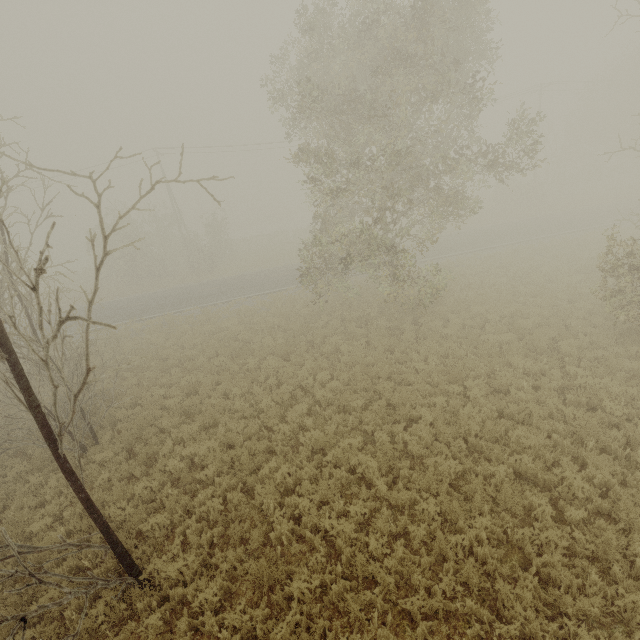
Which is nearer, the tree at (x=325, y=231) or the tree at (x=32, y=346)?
the tree at (x=32, y=346)

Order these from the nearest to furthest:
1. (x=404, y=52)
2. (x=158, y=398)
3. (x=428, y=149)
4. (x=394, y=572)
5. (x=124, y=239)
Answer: (x=394, y=572), (x=404, y=52), (x=158, y=398), (x=428, y=149), (x=124, y=239)

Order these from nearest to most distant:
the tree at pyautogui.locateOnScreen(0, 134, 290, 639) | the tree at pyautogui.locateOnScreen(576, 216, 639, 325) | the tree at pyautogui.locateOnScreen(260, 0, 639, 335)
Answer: the tree at pyautogui.locateOnScreen(0, 134, 290, 639) < the tree at pyautogui.locateOnScreen(576, 216, 639, 325) < the tree at pyautogui.locateOnScreen(260, 0, 639, 335)

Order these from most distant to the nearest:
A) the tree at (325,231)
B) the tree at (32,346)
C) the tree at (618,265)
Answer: the tree at (325,231)
the tree at (618,265)
the tree at (32,346)

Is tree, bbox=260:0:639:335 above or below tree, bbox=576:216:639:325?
above

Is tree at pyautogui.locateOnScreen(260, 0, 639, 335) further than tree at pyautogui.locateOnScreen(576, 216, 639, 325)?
Yes
